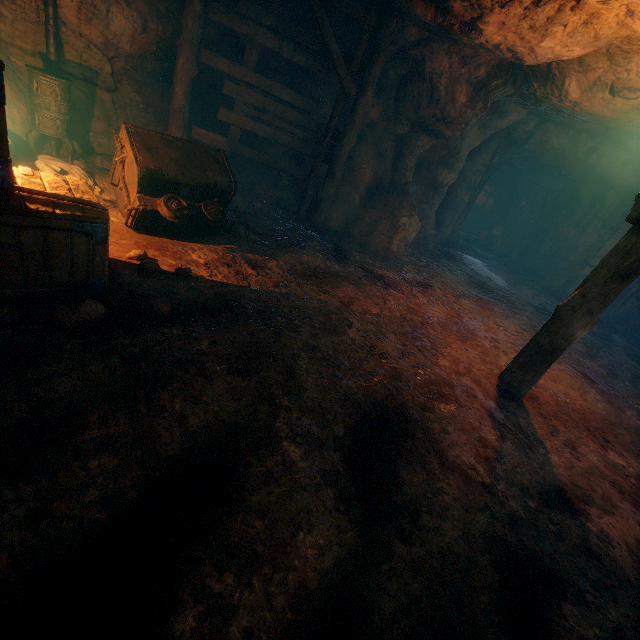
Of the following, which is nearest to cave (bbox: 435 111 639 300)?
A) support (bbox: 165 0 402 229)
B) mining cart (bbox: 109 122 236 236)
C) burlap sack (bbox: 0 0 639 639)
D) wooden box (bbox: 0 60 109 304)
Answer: burlap sack (bbox: 0 0 639 639)

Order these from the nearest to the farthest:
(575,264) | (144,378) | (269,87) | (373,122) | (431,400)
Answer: (144,378)
(431,400)
(269,87)
(373,122)
(575,264)

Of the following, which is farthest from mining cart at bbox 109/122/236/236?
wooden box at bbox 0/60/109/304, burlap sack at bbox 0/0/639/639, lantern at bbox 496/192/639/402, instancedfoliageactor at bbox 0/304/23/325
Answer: lantern at bbox 496/192/639/402

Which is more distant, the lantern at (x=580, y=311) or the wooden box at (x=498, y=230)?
the wooden box at (x=498, y=230)

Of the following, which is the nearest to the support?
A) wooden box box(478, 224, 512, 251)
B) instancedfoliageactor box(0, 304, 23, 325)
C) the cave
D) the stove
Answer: the stove

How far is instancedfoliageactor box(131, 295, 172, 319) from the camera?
3.2m

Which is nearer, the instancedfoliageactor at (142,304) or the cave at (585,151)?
the instancedfoliageactor at (142,304)

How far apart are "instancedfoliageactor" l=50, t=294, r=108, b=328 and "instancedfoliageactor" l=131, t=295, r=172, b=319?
0.2m
